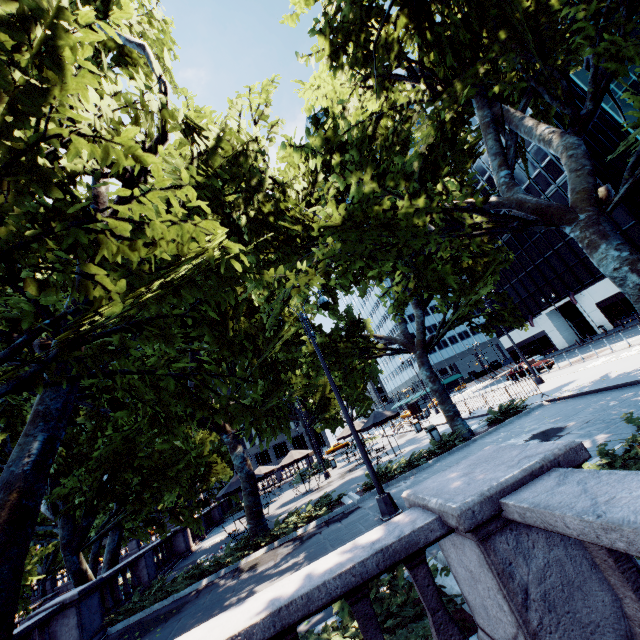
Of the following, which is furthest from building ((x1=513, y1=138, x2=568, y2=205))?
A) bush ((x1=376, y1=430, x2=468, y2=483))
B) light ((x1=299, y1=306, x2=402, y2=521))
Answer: light ((x1=299, y1=306, x2=402, y2=521))

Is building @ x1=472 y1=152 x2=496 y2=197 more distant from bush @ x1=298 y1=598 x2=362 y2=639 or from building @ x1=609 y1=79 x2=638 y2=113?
bush @ x1=298 y1=598 x2=362 y2=639

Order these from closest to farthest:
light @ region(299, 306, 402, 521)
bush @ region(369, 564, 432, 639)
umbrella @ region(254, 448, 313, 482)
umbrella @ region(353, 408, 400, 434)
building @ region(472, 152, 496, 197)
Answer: bush @ region(369, 564, 432, 639) → light @ region(299, 306, 402, 521) → umbrella @ region(353, 408, 400, 434) → umbrella @ region(254, 448, 313, 482) → building @ region(472, 152, 496, 197)

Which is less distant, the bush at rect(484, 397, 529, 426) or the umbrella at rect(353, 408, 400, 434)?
the bush at rect(484, 397, 529, 426)

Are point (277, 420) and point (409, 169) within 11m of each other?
no

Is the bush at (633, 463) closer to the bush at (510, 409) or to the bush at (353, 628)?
the bush at (353, 628)

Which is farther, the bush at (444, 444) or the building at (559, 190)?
the building at (559, 190)

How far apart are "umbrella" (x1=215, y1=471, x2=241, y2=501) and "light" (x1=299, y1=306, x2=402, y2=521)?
10.2m
